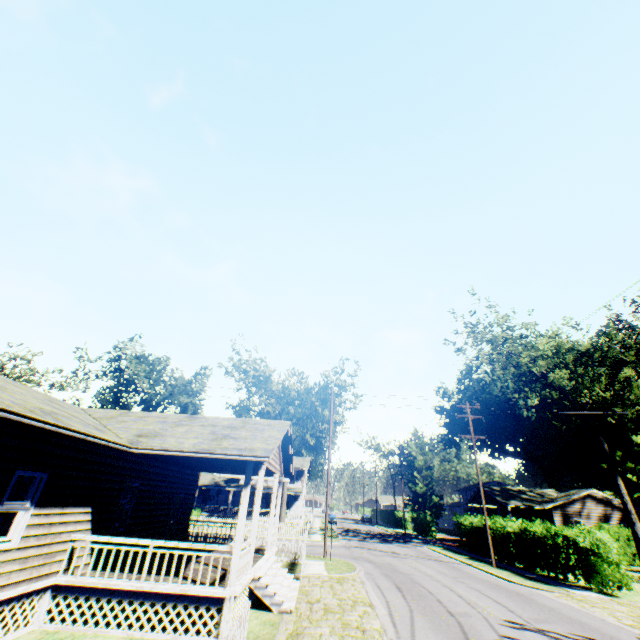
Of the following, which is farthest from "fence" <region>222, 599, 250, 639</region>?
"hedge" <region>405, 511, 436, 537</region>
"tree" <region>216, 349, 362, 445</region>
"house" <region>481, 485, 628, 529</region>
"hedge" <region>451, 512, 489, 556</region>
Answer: "hedge" <region>405, 511, 436, 537</region>

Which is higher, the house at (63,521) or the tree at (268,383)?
the tree at (268,383)

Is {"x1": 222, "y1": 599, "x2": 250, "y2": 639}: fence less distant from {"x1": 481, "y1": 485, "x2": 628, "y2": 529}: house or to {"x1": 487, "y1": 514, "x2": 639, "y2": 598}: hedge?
{"x1": 487, "y1": 514, "x2": 639, "y2": 598}: hedge

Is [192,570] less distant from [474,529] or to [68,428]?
[68,428]

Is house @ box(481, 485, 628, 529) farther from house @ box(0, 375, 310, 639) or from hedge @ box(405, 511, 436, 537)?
house @ box(0, 375, 310, 639)

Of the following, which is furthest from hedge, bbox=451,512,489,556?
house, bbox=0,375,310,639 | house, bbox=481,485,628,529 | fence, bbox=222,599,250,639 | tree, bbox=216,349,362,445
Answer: fence, bbox=222,599,250,639

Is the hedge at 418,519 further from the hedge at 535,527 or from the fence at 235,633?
the fence at 235,633

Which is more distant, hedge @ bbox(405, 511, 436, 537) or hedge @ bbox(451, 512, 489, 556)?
hedge @ bbox(405, 511, 436, 537)
